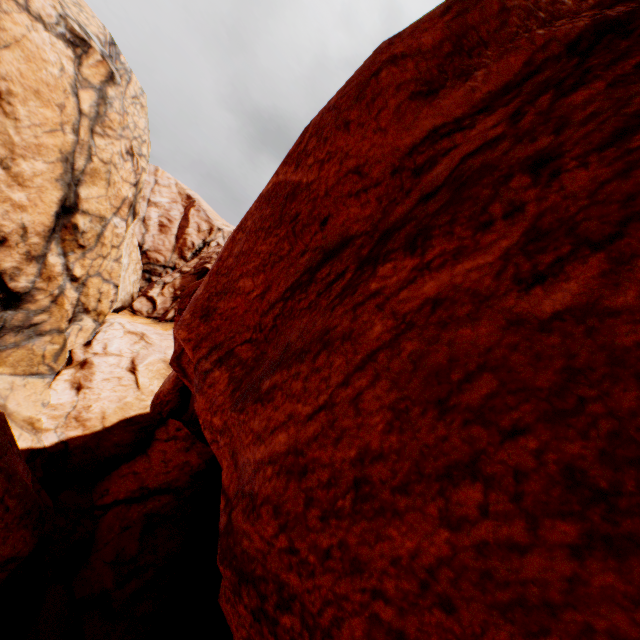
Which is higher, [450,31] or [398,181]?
[450,31]
